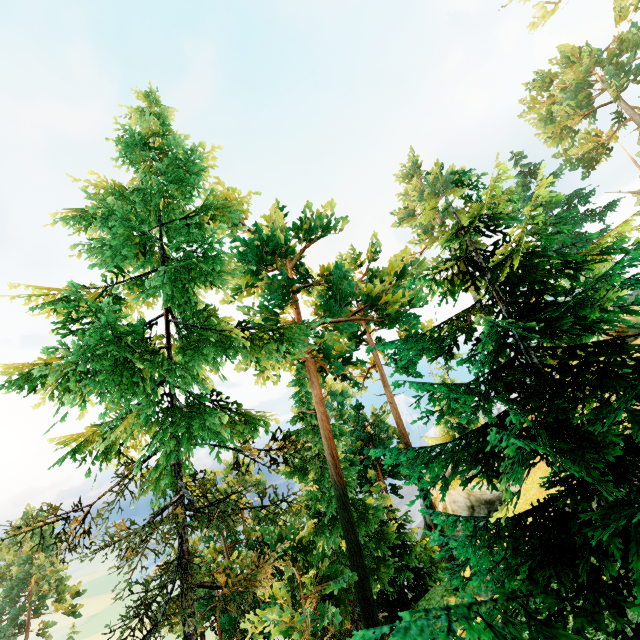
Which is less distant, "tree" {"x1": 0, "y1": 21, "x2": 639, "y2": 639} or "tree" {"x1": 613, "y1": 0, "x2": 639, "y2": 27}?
"tree" {"x1": 0, "y1": 21, "x2": 639, "y2": 639}

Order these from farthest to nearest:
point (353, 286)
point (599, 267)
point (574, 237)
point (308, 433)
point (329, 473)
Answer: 1. point (574, 237)
2. point (308, 433)
3. point (329, 473)
4. point (353, 286)
5. point (599, 267)

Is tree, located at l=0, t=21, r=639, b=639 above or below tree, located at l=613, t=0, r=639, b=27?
below

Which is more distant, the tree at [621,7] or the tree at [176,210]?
the tree at [621,7]

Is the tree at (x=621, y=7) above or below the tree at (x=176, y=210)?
above
